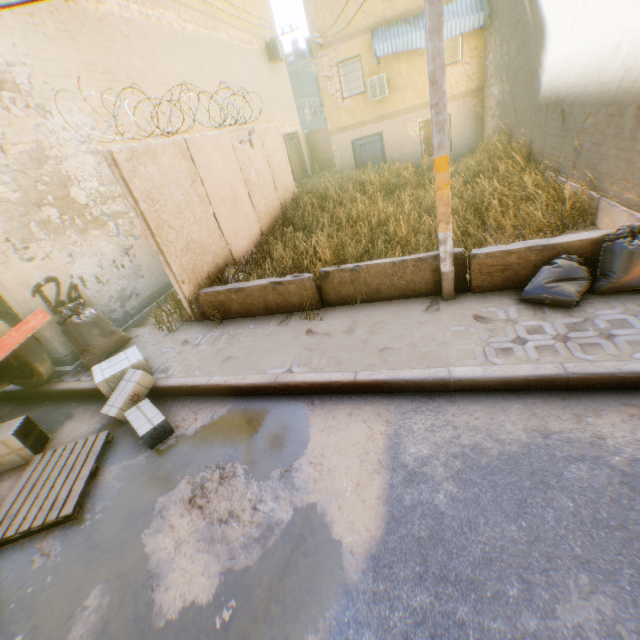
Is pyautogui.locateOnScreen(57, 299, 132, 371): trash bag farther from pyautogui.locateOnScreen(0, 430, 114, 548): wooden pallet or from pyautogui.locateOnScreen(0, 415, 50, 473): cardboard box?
pyautogui.locateOnScreen(0, 430, 114, 548): wooden pallet

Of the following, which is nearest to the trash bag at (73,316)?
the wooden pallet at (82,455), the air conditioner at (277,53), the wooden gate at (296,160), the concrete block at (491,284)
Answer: the concrete block at (491,284)

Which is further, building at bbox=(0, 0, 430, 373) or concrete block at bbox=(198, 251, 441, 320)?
building at bbox=(0, 0, 430, 373)

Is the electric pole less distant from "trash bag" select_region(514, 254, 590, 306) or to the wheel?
"trash bag" select_region(514, 254, 590, 306)

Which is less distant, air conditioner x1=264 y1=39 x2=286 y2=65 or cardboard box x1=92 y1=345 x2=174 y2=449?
cardboard box x1=92 y1=345 x2=174 y2=449

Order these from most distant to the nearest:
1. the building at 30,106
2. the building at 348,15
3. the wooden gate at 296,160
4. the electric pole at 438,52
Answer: the wooden gate at 296,160, the building at 348,15, the building at 30,106, the electric pole at 438,52

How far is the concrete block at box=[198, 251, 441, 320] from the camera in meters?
5.2

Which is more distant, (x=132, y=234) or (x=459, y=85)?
(x=459, y=85)
